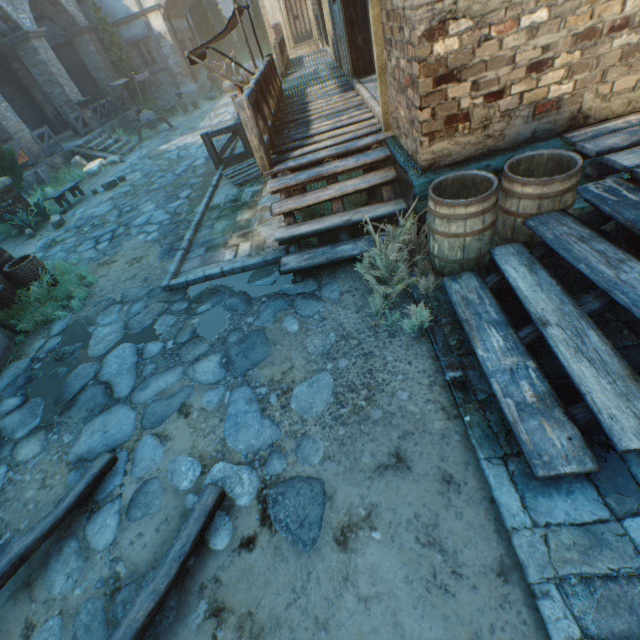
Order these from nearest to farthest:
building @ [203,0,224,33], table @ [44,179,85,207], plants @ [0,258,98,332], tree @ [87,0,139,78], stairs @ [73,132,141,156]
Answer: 1. plants @ [0,258,98,332]
2. table @ [44,179,85,207]
3. stairs @ [73,132,141,156]
4. tree @ [87,0,139,78]
5. building @ [203,0,224,33]

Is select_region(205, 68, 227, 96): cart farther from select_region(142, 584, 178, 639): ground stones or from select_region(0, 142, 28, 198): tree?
select_region(142, 584, 178, 639): ground stones

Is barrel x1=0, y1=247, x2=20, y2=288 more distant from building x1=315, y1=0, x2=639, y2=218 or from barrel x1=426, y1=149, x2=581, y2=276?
barrel x1=426, y1=149, x2=581, y2=276

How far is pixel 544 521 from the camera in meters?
2.0

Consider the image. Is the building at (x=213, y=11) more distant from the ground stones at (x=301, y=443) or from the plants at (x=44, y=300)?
the ground stones at (x=301, y=443)

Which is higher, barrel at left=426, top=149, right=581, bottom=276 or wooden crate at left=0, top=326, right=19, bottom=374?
barrel at left=426, top=149, right=581, bottom=276

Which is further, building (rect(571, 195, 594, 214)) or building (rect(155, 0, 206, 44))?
building (rect(155, 0, 206, 44))

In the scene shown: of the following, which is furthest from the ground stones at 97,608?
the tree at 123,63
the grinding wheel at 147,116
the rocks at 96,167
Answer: the grinding wheel at 147,116
